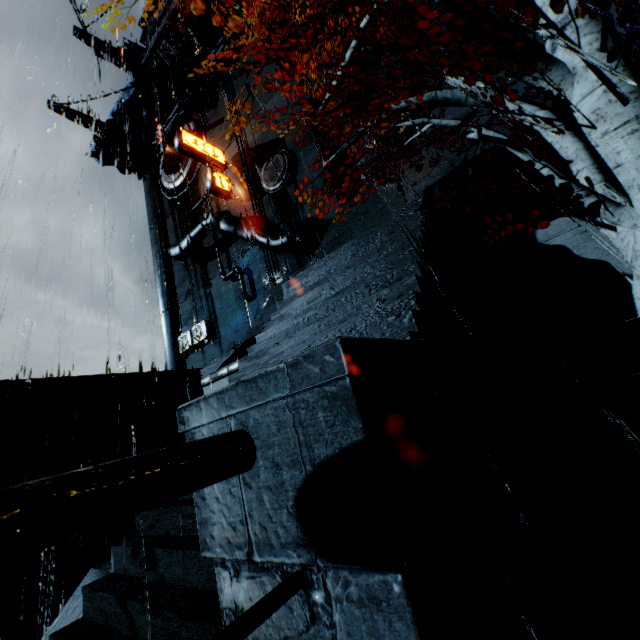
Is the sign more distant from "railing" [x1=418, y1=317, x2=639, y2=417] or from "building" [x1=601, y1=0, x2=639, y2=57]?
"railing" [x1=418, y1=317, x2=639, y2=417]

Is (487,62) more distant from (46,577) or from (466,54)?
(46,577)

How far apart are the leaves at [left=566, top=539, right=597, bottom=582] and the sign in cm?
2693

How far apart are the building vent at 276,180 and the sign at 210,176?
3.7m

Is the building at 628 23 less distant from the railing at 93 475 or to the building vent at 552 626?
the railing at 93 475

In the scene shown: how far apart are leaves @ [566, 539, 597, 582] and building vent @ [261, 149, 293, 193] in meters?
21.9 m

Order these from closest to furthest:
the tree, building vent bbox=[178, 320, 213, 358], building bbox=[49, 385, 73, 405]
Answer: the tree
building bbox=[49, 385, 73, 405]
building vent bbox=[178, 320, 213, 358]

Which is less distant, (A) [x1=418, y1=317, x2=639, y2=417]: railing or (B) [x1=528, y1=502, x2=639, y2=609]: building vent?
(A) [x1=418, y1=317, x2=639, y2=417]: railing
